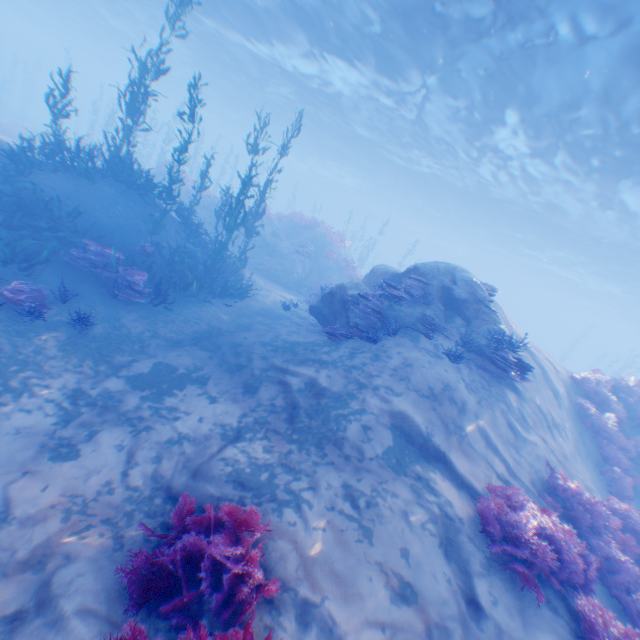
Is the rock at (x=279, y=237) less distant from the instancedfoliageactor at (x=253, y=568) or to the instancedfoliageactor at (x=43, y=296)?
the instancedfoliageactor at (x=43, y=296)

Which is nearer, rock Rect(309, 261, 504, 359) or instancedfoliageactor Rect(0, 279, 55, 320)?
instancedfoliageactor Rect(0, 279, 55, 320)

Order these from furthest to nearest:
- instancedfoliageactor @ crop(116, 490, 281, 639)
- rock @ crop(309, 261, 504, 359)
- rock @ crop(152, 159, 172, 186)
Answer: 1. rock @ crop(152, 159, 172, 186)
2. rock @ crop(309, 261, 504, 359)
3. instancedfoliageactor @ crop(116, 490, 281, 639)

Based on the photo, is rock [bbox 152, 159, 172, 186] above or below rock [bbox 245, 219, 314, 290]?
above

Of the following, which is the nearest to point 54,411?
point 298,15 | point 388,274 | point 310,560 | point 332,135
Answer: point 310,560

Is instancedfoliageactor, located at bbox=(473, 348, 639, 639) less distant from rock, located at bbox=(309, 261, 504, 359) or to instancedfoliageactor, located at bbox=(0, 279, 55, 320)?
rock, located at bbox=(309, 261, 504, 359)

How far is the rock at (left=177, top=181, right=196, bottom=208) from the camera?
21.6 meters

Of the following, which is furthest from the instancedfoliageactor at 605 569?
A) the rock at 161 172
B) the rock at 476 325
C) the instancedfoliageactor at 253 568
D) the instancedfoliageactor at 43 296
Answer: the rock at 161 172
